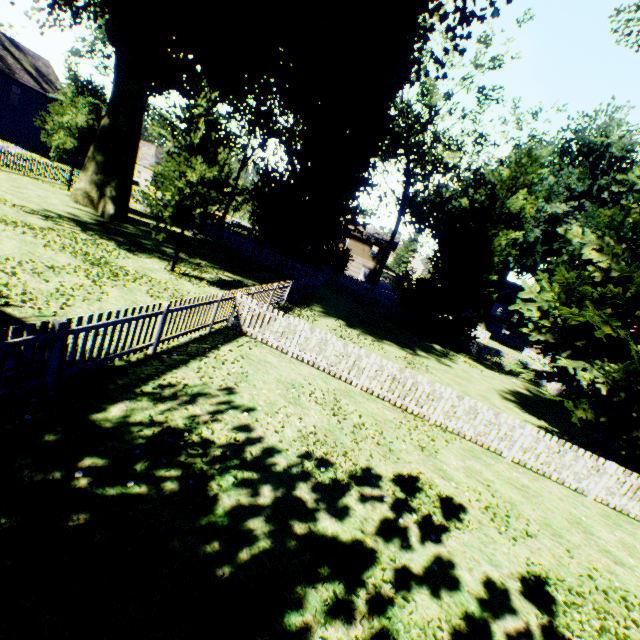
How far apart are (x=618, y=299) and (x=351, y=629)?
15.2m

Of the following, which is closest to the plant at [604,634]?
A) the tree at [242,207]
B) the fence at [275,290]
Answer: the fence at [275,290]

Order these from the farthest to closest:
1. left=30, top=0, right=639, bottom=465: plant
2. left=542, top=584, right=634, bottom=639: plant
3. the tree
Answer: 1. the tree
2. left=30, top=0, right=639, bottom=465: plant
3. left=542, top=584, right=634, bottom=639: plant

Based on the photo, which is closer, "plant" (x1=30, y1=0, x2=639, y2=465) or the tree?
"plant" (x1=30, y1=0, x2=639, y2=465)

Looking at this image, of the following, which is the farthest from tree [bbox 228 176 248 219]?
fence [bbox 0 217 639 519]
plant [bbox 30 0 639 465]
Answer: plant [bbox 30 0 639 465]

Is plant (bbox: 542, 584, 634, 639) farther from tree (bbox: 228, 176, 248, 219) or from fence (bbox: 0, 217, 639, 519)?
tree (bbox: 228, 176, 248, 219)

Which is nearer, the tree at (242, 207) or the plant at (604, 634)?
the plant at (604, 634)
